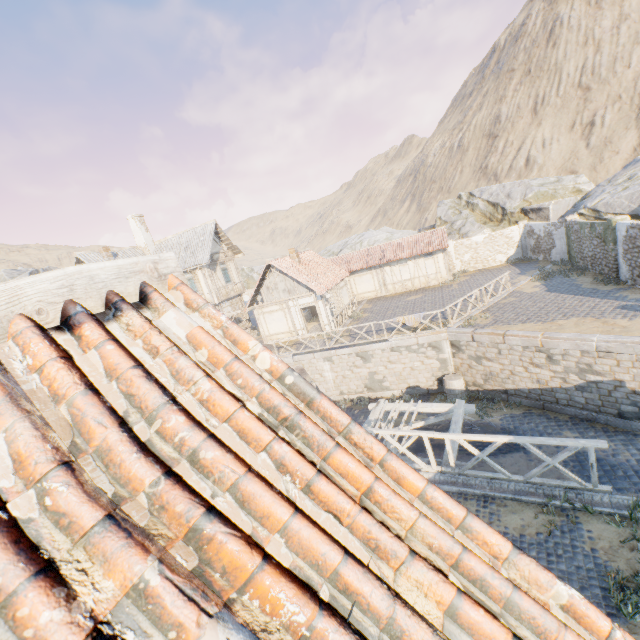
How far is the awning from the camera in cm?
1000

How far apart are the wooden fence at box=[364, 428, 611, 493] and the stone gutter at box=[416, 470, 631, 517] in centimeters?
1cm

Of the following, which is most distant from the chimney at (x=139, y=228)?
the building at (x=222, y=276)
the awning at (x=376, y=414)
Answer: the awning at (x=376, y=414)

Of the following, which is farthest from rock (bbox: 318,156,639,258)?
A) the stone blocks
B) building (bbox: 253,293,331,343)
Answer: building (bbox: 253,293,331,343)

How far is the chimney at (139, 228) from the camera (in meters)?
25.79

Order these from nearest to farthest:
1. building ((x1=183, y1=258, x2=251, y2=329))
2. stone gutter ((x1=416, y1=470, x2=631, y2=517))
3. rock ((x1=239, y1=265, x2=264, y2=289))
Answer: stone gutter ((x1=416, y1=470, x2=631, y2=517)), building ((x1=183, y1=258, x2=251, y2=329)), rock ((x1=239, y1=265, x2=264, y2=289))

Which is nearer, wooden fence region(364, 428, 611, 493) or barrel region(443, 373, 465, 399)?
wooden fence region(364, 428, 611, 493)

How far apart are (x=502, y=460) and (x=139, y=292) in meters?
13.6
